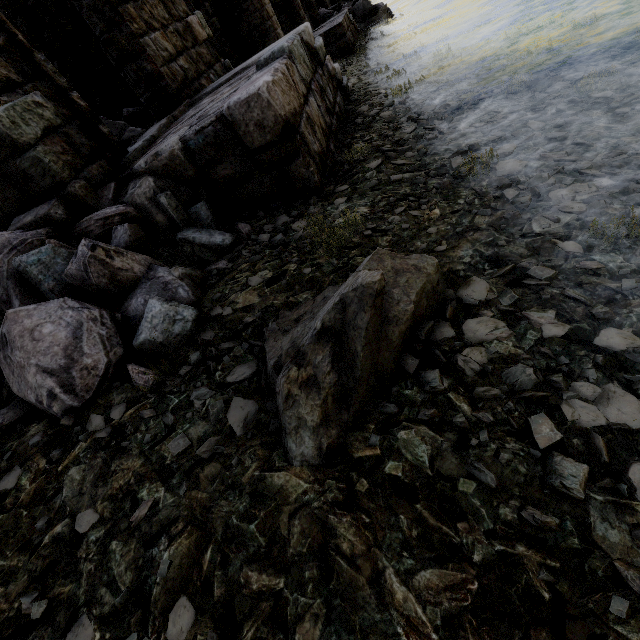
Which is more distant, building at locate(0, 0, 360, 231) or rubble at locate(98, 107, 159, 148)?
rubble at locate(98, 107, 159, 148)

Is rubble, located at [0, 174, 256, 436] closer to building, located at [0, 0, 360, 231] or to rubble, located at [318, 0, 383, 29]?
building, located at [0, 0, 360, 231]

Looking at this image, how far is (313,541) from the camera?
1.3 meters

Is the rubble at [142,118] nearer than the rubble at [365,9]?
Yes

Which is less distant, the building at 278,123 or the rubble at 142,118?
the building at 278,123

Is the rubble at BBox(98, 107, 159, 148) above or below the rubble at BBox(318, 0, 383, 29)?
above

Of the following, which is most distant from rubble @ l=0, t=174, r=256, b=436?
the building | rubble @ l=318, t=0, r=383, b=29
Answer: rubble @ l=318, t=0, r=383, b=29
